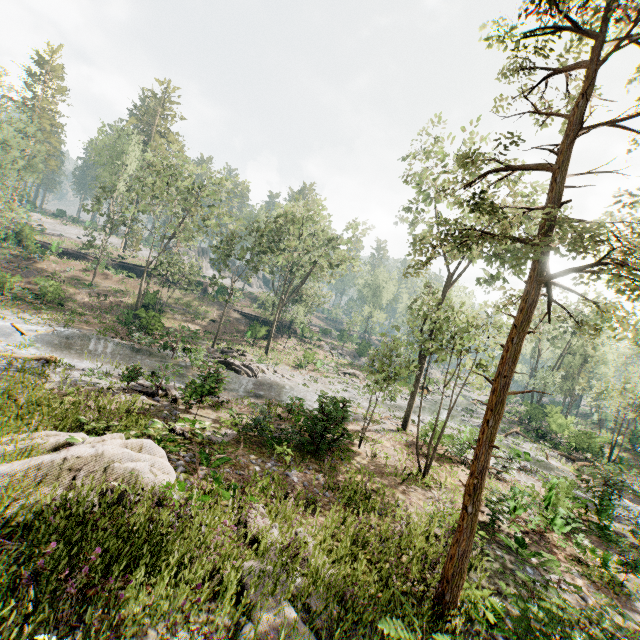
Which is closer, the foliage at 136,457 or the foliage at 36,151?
the foliage at 136,457

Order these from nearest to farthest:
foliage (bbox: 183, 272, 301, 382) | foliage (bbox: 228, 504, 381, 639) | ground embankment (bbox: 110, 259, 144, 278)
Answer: foliage (bbox: 228, 504, 381, 639), foliage (bbox: 183, 272, 301, 382), ground embankment (bbox: 110, 259, 144, 278)

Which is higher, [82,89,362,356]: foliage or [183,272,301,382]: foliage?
[82,89,362,356]: foliage

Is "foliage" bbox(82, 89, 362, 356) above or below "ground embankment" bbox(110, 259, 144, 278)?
above

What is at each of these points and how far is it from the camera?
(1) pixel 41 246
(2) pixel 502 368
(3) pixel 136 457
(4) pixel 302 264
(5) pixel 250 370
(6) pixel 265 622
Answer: (1) ground embankment, 44.0m
(2) foliage, 7.6m
(3) foliage, 7.4m
(4) foliage, 41.7m
(5) foliage, 25.7m
(6) foliage, 5.1m

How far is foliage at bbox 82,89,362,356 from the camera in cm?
3200

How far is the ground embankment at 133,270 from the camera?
48.5m

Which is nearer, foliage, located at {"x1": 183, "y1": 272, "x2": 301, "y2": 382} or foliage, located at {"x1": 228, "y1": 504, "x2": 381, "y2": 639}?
foliage, located at {"x1": 228, "y1": 504, "x2": 381, "y2": 639}
